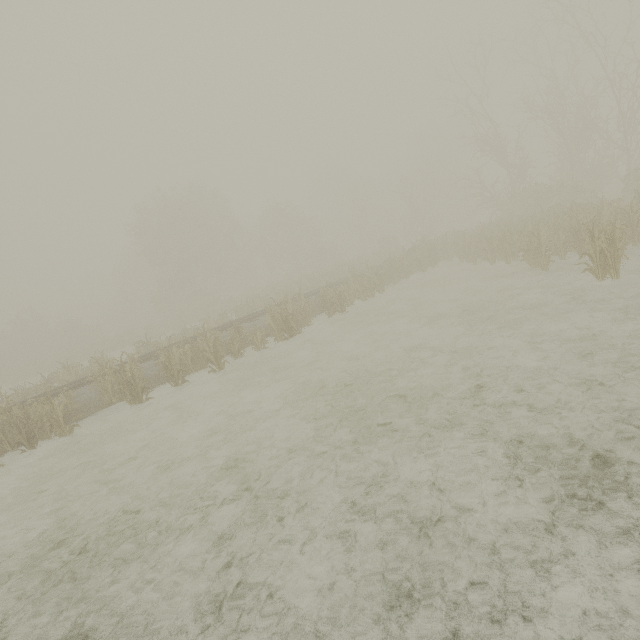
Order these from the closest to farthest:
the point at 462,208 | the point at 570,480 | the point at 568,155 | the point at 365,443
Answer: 1. the point at 570,480
2. the point at 365,443
3. the point at 568,155
4. the point at 462,208
